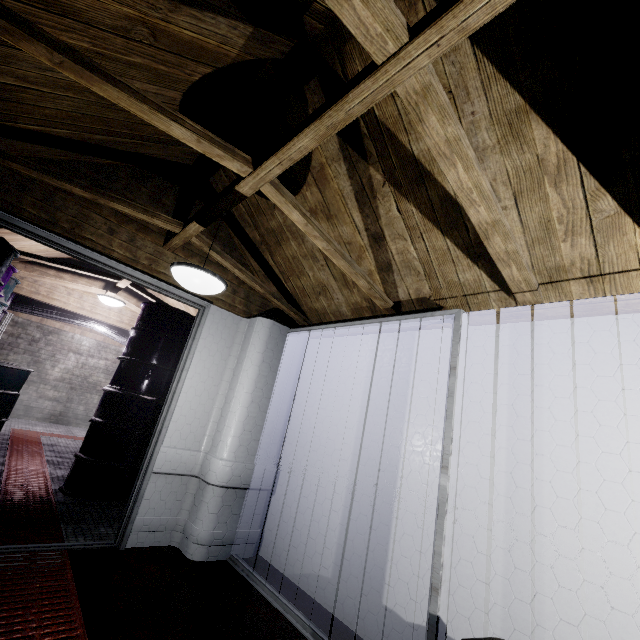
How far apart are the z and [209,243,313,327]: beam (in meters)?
0.49

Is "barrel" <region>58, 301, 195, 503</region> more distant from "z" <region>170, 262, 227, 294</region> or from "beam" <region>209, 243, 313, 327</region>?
"z" <region>170, 262, 227, 294</region>

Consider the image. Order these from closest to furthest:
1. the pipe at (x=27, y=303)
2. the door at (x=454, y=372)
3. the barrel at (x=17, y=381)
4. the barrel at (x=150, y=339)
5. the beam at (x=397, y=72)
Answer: the beam at (x=397, y=72)
the door at (x=454, y=372)
the barrel at (x=150, y=339)
the barrel at (x=17, y=381)
the pipe at (x=27, y=303)

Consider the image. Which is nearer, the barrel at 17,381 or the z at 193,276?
the z at 193,276

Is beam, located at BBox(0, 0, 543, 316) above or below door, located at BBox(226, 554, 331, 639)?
above

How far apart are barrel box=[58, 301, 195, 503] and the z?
1.8 meters

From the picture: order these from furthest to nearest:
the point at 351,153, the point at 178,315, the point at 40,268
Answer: the point at 40,268 < the point at 178,315 < the point at 351,153

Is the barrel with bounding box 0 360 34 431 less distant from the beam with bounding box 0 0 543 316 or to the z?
the beam with bounding box 0 0 543 316
